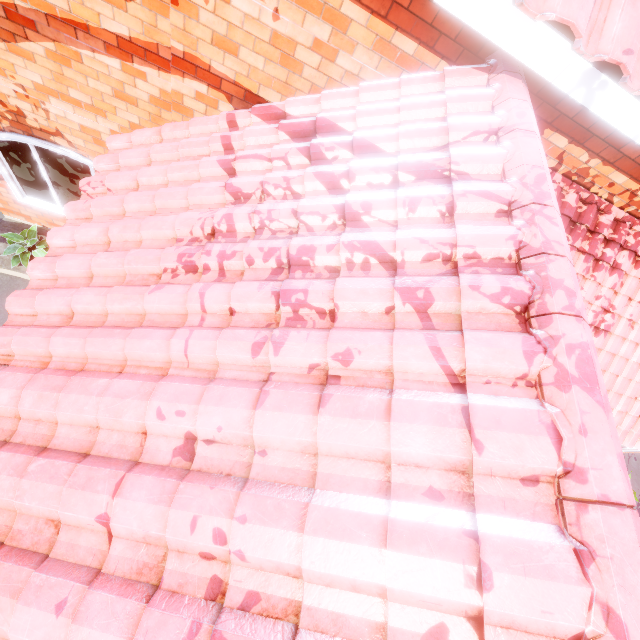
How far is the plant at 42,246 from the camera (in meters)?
5.77

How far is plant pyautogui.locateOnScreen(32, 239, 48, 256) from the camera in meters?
5.8 m

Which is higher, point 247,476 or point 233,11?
point 233,11
